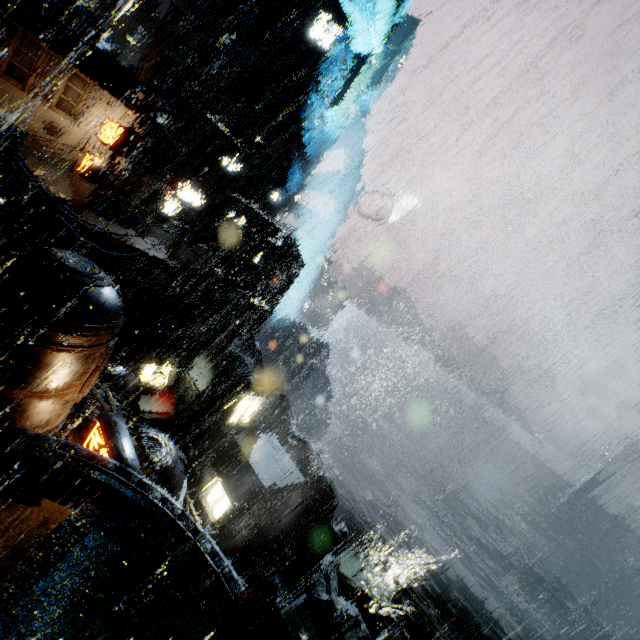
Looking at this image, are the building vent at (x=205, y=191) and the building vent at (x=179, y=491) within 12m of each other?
no

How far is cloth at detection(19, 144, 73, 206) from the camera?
20.42m

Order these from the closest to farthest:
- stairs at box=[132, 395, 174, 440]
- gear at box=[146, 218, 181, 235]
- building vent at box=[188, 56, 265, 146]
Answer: stairs at box=[132, 395, 174, 440], gear at box=[146, 218, 181, 235], building vent at box=[188, 56, 265, 146]

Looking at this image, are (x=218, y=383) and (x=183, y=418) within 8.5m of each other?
yes

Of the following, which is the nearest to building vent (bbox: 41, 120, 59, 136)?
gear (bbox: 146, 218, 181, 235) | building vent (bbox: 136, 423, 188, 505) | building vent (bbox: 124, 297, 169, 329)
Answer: gear (bbox: 146, 218, 181, 235)

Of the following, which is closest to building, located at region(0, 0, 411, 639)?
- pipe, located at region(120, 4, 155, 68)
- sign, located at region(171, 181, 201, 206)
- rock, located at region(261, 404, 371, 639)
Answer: sign, located at region(171, 181, 201, 206)

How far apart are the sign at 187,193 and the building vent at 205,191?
9.63m

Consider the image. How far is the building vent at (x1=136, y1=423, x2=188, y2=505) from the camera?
17.9 meters
